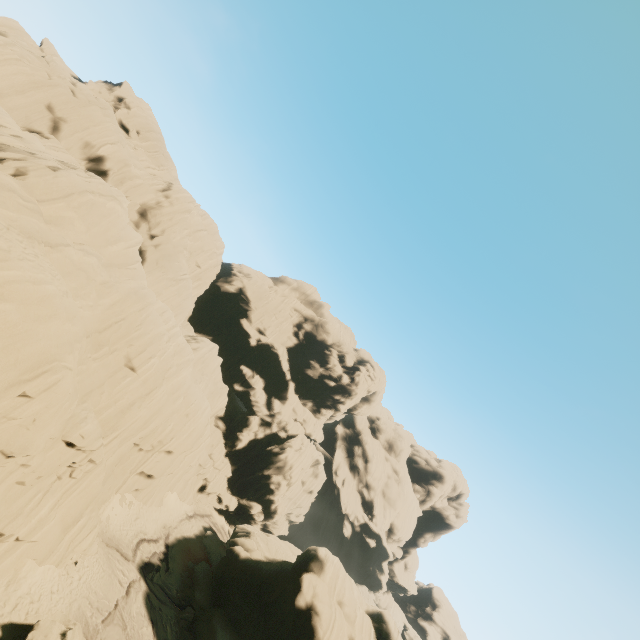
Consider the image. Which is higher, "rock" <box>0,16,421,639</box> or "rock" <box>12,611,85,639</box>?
"rock" <box>0,16,421,639</box>

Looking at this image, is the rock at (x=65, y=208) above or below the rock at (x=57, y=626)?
above

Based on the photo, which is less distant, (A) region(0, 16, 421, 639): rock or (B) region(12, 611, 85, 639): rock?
(A) region(0, 16, 421, 639): rock

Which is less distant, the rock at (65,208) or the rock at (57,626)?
the rock at (65,208)

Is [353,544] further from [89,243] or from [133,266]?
[89,243]
